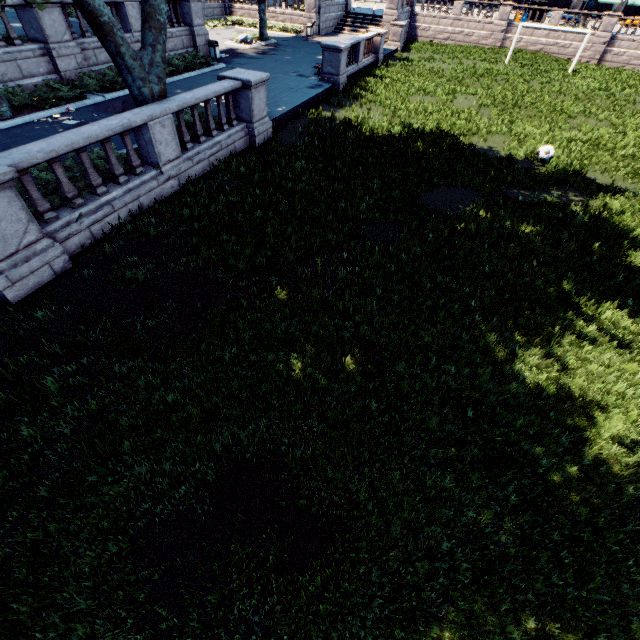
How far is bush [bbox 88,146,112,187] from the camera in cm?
862

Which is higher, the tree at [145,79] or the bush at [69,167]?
the tree at [145,79]

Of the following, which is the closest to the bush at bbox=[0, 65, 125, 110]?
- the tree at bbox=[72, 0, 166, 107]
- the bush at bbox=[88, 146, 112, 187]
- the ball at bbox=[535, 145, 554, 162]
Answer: the tree at bbox=[72, 0, 166, 107]

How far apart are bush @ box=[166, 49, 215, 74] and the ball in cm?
1901

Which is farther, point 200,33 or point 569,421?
point 200,33

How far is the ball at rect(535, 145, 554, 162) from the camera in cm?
1354

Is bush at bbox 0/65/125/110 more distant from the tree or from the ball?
the ball

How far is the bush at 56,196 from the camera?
7.5m
